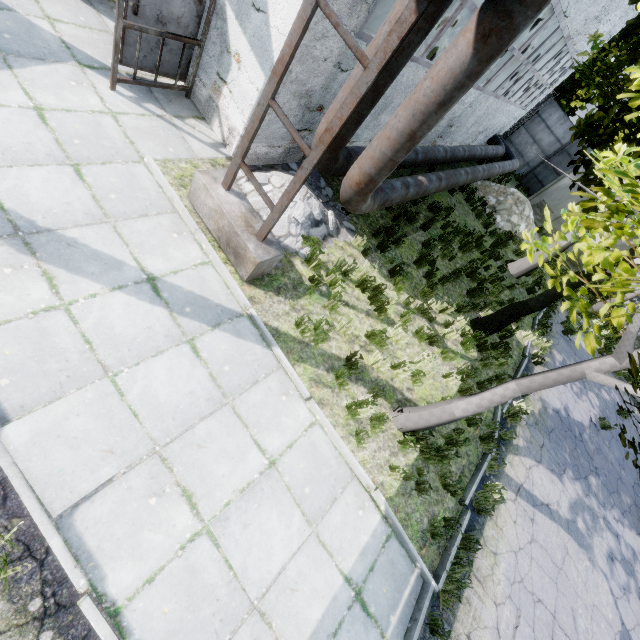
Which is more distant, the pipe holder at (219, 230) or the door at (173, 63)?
the door at (173, 63)

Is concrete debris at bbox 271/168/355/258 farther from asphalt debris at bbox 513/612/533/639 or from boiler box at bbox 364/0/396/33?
boiler box at bbox 364/0/396/33

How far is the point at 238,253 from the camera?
5.1m

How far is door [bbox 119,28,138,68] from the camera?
5.36m

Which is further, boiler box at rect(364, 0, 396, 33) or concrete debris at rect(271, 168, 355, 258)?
boiler box at rect(364, 0, 396, 33)

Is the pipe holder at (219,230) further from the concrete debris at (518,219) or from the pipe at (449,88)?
the concrete debris at (518,219)

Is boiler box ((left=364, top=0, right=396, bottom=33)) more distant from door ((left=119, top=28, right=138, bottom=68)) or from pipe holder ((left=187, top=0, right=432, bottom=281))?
pipe holder ((left=187, top=0, right=432, bottom=281))

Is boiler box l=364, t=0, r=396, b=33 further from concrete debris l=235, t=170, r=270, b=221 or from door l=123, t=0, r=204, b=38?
door l=123, t=0, r=204, b=38
